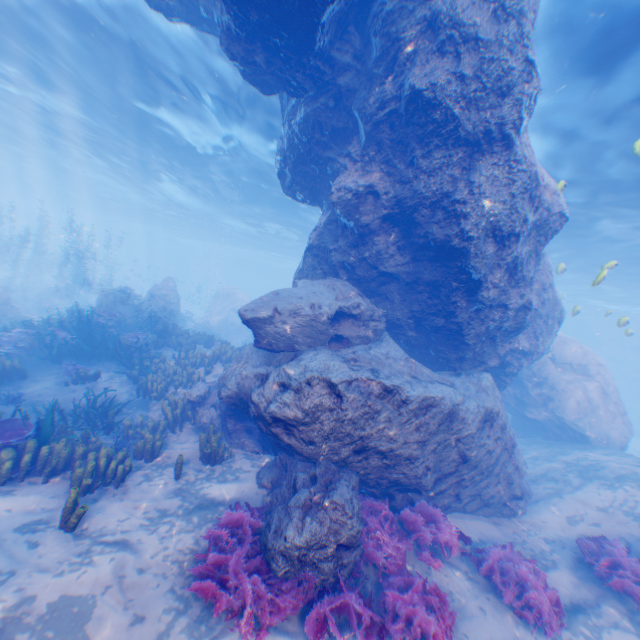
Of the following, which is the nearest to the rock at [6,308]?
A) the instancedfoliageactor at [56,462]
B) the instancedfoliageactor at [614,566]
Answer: the instancedfoliageactor at [56,462]

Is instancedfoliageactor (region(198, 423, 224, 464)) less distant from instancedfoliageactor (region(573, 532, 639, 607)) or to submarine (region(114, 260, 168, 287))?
instancedfoliageactor (region(573, 532, 639, 607))

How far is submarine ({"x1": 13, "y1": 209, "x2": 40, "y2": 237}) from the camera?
52.1m

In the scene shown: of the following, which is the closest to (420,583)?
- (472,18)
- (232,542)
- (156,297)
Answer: (232,542)

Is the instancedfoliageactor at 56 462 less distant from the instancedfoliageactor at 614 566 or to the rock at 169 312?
the rock at 169 312

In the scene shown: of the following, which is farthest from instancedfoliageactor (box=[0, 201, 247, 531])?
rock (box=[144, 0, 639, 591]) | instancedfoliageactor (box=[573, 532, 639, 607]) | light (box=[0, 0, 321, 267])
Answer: instancedfoliageactor (box=[573, 532, 639, 607])

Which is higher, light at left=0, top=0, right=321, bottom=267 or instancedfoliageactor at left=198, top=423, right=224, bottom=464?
light at left=0, top=0, right=321, bottom=267
